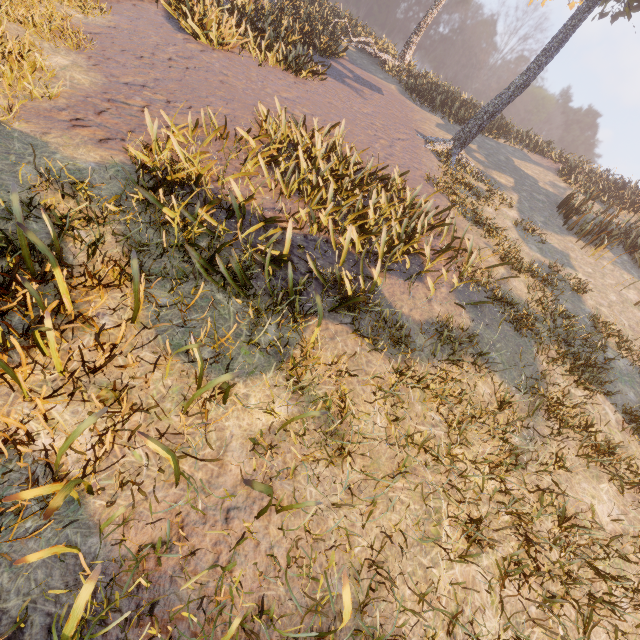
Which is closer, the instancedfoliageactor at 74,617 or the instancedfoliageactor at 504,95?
the instancedfoliageactor at 74,617

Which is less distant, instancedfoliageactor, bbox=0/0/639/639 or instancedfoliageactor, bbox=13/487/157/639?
instancedfoliageactor, bbox=13/487/157/639

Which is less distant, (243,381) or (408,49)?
(243,381)
